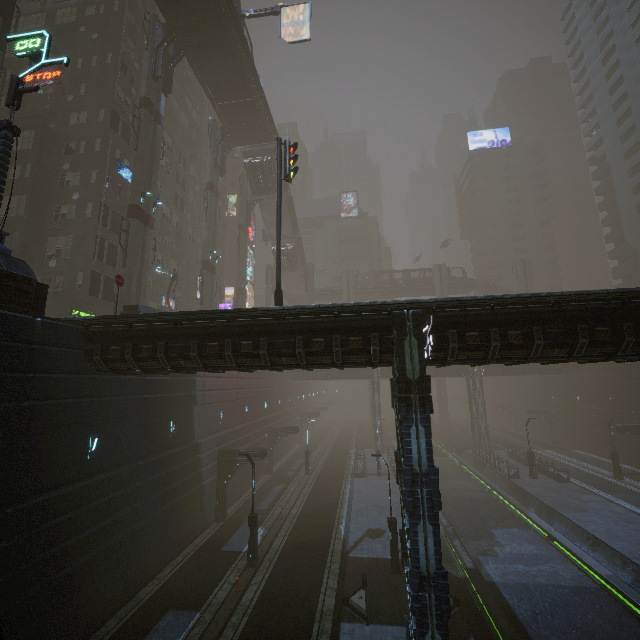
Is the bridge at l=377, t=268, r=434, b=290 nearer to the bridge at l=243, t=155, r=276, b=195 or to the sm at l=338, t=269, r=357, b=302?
the sm at l=338, t=269, r=357, b=302

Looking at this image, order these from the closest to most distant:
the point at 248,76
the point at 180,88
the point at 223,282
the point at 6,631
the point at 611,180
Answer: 1. the point at 6,631
2. the point at 248,76
3. the point at 180,88
4. the point at 223,282
5. the point at 611,180

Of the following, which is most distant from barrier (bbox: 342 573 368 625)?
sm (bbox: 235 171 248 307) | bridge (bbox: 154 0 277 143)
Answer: bridge (bbox: 154 0 277 143)

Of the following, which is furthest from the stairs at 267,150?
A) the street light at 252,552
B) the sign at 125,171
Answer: the street light at 252,552

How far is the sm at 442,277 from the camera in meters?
56.4 m

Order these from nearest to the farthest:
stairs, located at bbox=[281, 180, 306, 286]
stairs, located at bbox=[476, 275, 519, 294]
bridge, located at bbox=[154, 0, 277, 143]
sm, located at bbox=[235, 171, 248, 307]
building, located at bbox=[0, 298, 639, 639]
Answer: building, located at bbox=[0, 298, 639, 639], bridge, located at bbox=[154, 0, 277, 143], sm, located at bbox=[235, 171, 248, 307], stairs, located at bbox=[281, 180, 306, 286], stairs, located at bbox=[476, 275, 519, 294]

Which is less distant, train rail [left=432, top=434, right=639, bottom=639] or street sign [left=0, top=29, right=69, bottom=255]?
street sign [left=0, top=29, right=69, bottom=255]

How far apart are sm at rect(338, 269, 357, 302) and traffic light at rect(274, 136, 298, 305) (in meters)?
41.48
